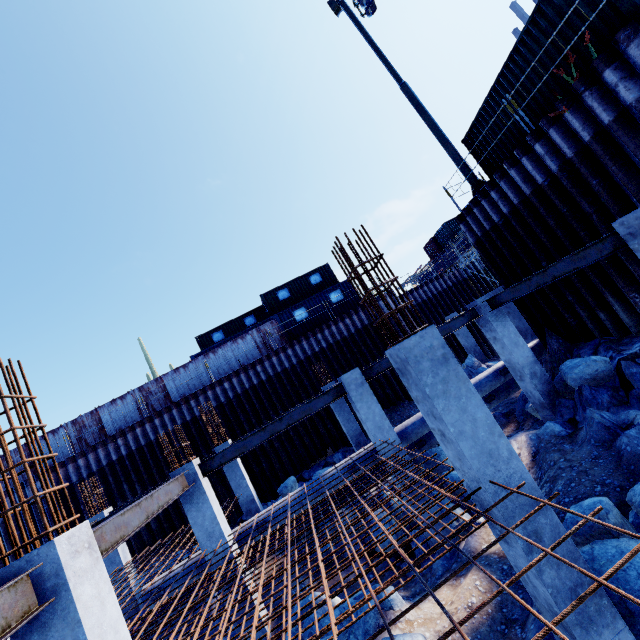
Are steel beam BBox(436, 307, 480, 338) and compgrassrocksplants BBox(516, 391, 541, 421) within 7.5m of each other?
yes

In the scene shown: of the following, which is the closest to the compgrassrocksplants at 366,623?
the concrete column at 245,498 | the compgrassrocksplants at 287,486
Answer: the concrete column at 245,498

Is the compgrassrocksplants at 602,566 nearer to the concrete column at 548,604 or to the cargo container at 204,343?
the concrete column at 548,604

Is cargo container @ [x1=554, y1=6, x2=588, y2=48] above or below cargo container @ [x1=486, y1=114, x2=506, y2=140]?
below

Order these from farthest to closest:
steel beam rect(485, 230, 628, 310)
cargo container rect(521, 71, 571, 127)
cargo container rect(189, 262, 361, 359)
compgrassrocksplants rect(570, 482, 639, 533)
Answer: cargo container rect(189, 262, 361, 359), cargo container rect(521, 71, 571, 127), steel beam rect(485, 230, 628, 310), compgrassrocksplants rect(570, 482, 639, 533)

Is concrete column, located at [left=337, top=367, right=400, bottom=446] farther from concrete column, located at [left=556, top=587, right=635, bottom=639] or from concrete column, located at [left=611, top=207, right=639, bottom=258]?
concrete column, located at [left=611, top=207, right=639, bottom=258]

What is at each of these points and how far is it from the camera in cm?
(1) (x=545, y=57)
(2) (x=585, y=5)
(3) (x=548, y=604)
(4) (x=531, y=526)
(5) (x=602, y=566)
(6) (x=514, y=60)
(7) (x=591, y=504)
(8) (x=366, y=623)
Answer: (1) cargo container, 872
(2) cargo container, 743
(3) concrete column, 381
(4) concrete column, 383
(5) compgrassrocksplants, 429
(6) cargo container, 954
(7) compgrassrocksplants, 507
(8) compgrassrocksplants, 604

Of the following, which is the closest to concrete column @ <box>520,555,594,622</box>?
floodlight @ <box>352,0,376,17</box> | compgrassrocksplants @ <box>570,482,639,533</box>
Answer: compgrassrocksplants @ <box>570,482,639,533</box>
